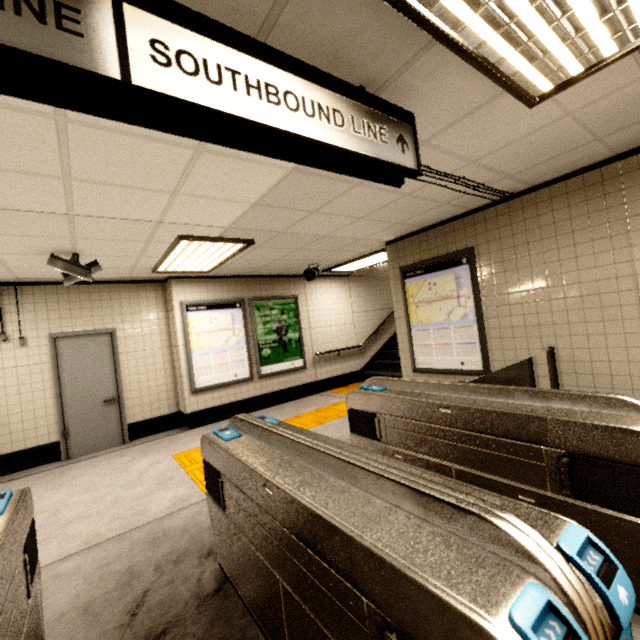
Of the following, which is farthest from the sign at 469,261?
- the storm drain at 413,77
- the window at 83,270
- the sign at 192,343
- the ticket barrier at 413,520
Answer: the window at 83,270

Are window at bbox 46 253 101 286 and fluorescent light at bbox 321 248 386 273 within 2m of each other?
no

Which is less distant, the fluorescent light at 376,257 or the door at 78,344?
the door at 78,344

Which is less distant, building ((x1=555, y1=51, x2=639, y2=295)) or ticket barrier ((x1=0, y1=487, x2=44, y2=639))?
ticket barrier ((x1=0, y1=487, x2=44, y2=639))

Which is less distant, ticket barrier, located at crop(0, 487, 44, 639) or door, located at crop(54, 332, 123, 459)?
ticket barrier, located at crop(0, 487, 44, 639)

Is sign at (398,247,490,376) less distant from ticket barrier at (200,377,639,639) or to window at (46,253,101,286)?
ticket barrier at (200,377,639,639)

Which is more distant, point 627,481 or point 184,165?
point 184,165

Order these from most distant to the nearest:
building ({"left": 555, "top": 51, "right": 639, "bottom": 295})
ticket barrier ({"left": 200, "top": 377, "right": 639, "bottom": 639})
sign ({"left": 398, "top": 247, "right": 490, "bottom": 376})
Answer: sign ({"left": 398, "top": 247, "right": 490, "bottom": 376}) → building ({"left": 555, "top": 51, "right": 639, "bottom": 295}) → ticket barrier ({"left": 200, "top": 377, "right": 639, "bottom": 639})
